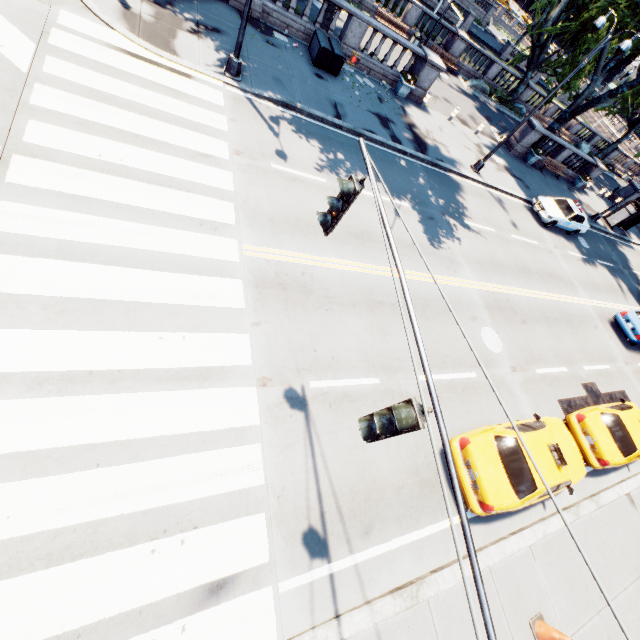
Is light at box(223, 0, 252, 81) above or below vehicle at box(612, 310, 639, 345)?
below

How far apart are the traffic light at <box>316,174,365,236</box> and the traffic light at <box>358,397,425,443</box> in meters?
2.6

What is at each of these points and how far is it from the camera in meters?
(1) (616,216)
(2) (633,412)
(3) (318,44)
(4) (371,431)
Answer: (1) bus stop, 27.3 m
(2) vehicle, 11.4 m
(3) container, 15.0 m
(4) traffic light, 3.4 m

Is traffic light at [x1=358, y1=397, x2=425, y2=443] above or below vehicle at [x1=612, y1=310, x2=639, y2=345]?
above

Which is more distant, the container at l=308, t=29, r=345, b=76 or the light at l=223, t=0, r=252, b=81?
the container at l=308, t=29, r=345, b=76

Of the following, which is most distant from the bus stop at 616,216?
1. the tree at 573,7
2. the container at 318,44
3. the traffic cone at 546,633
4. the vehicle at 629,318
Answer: the traffic cone at 546,633

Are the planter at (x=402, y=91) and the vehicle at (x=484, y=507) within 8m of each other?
no

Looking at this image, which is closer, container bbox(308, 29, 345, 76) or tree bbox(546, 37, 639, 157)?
container bbox(308, 29, 345, 76)
